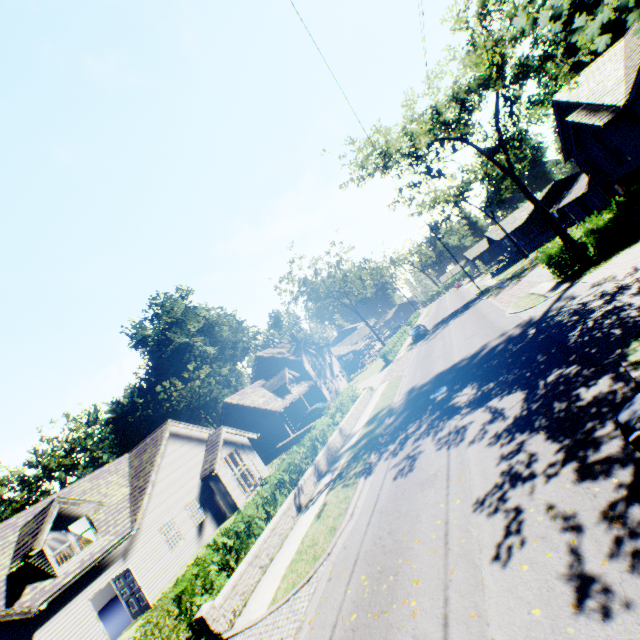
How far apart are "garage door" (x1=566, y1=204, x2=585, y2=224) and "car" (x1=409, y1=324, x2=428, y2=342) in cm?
2090

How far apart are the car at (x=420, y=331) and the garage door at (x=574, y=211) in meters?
20.9 m

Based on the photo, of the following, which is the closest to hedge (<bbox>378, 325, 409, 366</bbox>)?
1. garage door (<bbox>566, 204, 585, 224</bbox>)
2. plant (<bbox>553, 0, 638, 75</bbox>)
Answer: garage door (<bbox>566, 204, 585, 224</bbox>)

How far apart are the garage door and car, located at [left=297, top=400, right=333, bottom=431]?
34.4m

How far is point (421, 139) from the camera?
22.0m

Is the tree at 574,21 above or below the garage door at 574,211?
above

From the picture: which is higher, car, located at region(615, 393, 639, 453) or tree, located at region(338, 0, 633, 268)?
tree, located at region(338, 0, 633, 268)

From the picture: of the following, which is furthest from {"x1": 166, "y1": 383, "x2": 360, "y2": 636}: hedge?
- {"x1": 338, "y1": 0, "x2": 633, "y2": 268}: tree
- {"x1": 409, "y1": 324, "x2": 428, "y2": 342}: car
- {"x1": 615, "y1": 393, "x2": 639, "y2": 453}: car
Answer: {"x1": 409, "y1": 324, "x2": 428, "y2": 342}: car
